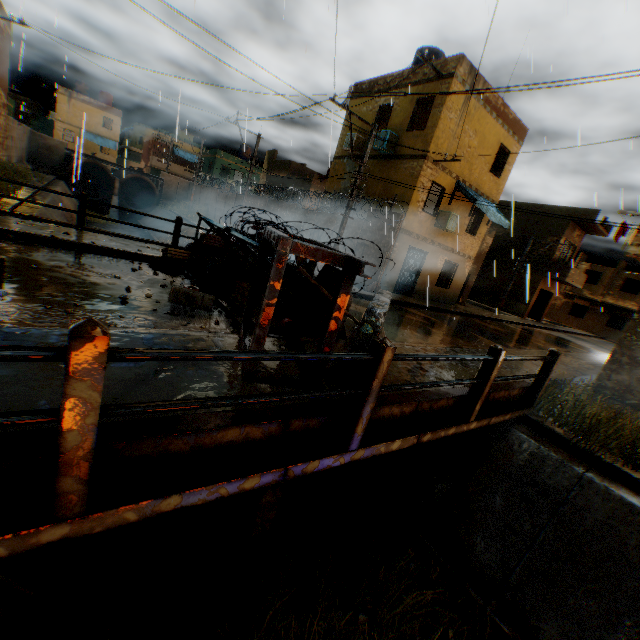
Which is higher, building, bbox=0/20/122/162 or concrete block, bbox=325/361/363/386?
building, bbox=0/20/122/162

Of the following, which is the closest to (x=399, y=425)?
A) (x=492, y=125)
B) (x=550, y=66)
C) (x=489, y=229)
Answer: (x=492, y=125)

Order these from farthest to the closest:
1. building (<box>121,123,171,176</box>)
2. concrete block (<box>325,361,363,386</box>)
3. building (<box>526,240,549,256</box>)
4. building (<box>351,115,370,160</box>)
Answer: building (<box>121,123,171,176</box>) → building (<box>526,240,549,256</box>) → building (<box>351,115,370,160</box>) → concrete block (<box>325,361,363,386</box>)

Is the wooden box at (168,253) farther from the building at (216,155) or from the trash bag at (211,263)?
the building at (216,155)

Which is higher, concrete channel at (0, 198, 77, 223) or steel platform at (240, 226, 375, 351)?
steel platform at (240, 226, 375, 351)

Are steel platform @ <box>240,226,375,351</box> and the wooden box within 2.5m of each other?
no

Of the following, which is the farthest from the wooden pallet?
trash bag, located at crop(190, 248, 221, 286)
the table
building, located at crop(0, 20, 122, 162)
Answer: the table

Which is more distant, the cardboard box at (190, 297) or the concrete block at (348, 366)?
the cardboard box at (190, 297)
